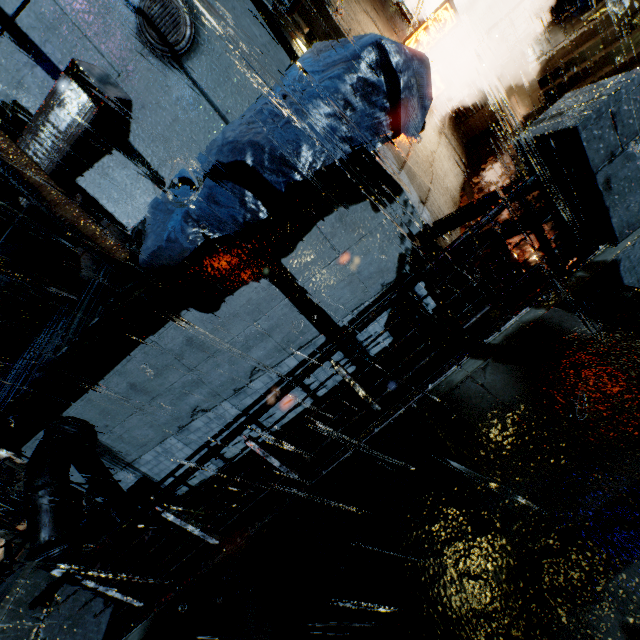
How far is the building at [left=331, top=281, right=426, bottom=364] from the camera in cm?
678

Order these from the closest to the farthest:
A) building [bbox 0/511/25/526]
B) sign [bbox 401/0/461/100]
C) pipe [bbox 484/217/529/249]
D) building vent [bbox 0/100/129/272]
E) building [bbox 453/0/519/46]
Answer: building vent [bbox 0/100/129/272], pipe [bbox 484/217/529/249], sign [bbox 401/0/461/100], building [bbox 0/511/25/526], building [bbox 453/0/519/46]

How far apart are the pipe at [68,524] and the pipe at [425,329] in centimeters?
849cm

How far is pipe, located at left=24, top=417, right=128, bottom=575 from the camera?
6.70m

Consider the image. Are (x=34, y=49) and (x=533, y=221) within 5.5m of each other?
no

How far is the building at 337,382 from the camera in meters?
7.8 m
